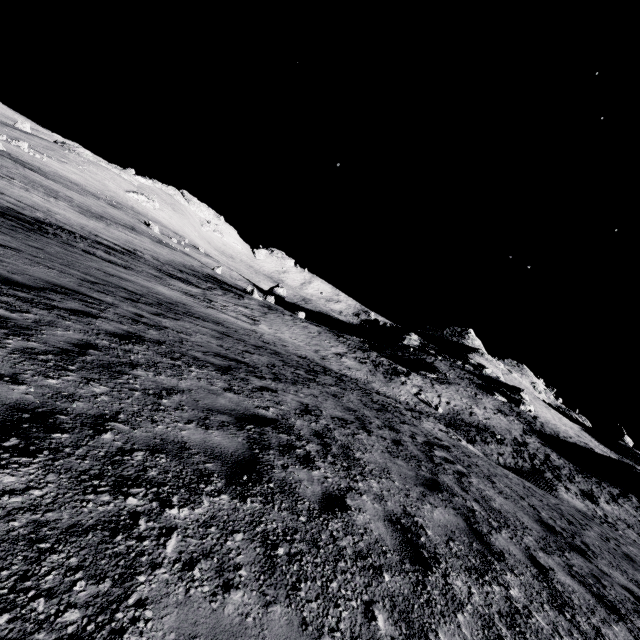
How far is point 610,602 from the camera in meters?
5.2 m

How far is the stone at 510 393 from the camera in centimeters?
4475cm

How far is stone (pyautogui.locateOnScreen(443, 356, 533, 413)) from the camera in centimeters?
4475cm
